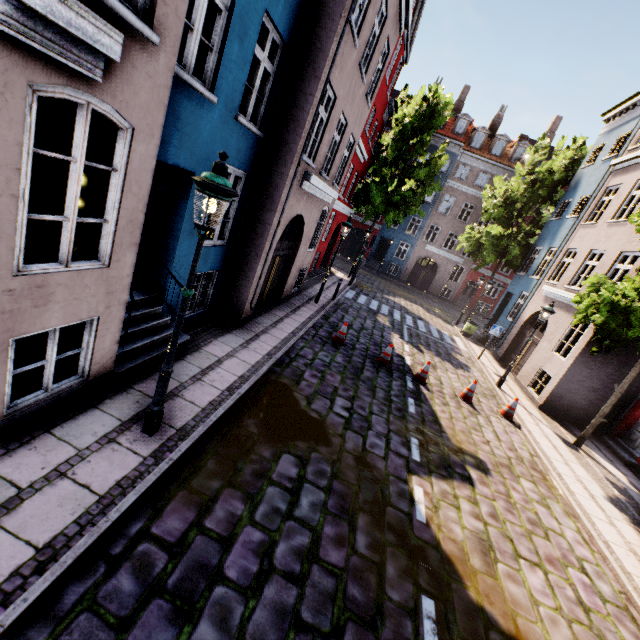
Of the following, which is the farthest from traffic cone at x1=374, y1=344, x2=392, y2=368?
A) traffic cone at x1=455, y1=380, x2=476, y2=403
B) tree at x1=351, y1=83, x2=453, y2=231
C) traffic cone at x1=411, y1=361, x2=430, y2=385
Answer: tree at x1=351, y1=83, x2=453, y2=231

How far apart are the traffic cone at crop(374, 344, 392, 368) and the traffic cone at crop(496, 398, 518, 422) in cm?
Result: 392

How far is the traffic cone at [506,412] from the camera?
10.53m

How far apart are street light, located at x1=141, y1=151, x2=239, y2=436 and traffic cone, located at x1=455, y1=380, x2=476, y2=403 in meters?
9.3

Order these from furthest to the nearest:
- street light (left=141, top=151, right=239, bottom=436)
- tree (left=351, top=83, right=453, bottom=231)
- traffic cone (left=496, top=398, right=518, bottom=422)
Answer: tree (left=351, top=83, right=453, bottom=231)
traffic cone (left=496, top=398, right=518, bottom=422)
street light (left=141, top=151, right=239, bottom=436)

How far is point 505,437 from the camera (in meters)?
9.30

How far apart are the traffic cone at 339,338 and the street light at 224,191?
6.82m

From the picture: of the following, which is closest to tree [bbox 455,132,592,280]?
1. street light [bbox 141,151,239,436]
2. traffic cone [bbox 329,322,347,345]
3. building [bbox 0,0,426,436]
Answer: building [bbox 0,0,426,436]
